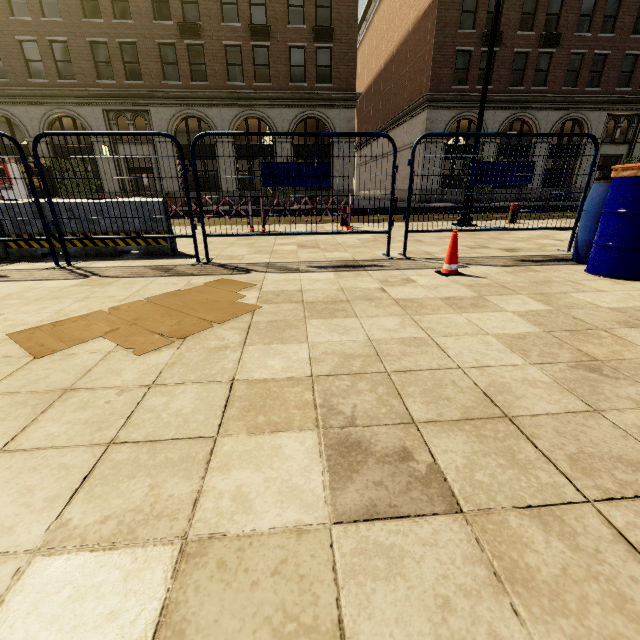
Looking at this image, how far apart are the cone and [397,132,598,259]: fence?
0.7m

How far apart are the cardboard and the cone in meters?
2.1

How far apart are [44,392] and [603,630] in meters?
2.2 m

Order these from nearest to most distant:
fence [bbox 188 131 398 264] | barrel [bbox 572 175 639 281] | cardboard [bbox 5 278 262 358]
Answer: cardboard [bbox 5 278 262 358]
barrel [bbox 572 175 639 281]
fence [bbox 188 131 398 264]

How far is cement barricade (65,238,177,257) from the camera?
5.0m

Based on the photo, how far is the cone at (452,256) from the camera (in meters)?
3.67

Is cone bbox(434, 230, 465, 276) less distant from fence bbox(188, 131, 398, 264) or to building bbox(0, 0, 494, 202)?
fence bbox(188, 131, 398, 264)

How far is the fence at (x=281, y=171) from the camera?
4.1m
